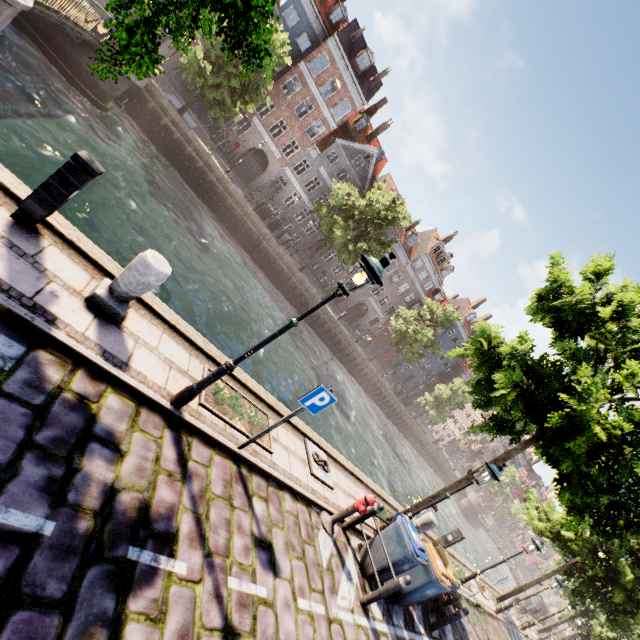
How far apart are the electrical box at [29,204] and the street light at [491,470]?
9.8m

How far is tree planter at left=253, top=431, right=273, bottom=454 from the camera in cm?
621

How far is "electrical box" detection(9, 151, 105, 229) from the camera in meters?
4.1 m

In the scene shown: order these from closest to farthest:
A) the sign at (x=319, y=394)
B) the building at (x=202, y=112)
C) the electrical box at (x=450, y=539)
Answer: the sign at (x=319, y=394), the electrical box at (x=450, y=539), the building at (x=202, y=112)

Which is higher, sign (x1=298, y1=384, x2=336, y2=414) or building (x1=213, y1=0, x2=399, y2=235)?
building (x1=213, y1=0, x2=399, y2=235)

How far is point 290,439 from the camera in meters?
7.6

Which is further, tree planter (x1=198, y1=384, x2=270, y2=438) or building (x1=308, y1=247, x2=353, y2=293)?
building (x1=308, y1=247, x2=353, y2=293)

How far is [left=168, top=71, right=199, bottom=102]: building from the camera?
27.59m
